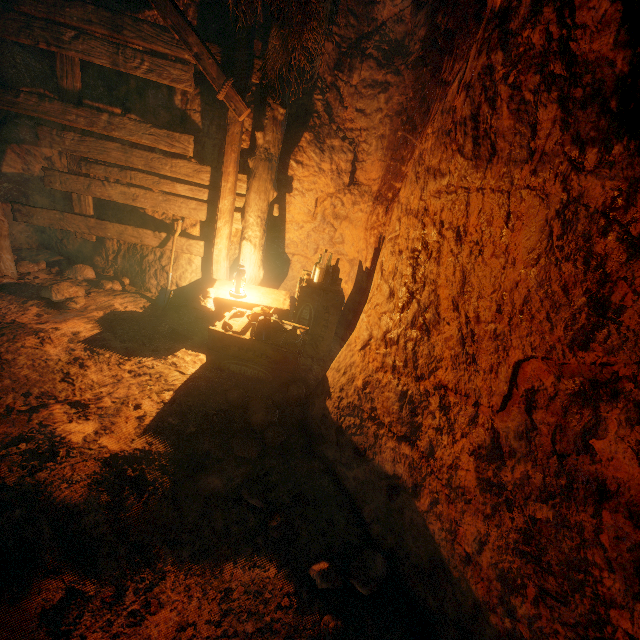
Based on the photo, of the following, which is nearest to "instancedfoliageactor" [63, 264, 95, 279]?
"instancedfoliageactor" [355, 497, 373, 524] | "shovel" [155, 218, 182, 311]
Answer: "shovel" [155, 218, 182, 311]

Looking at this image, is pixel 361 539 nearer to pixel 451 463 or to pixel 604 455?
pixel 451 463

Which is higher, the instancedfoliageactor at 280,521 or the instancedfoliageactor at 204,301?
the instancedfoliageactor at 204,301

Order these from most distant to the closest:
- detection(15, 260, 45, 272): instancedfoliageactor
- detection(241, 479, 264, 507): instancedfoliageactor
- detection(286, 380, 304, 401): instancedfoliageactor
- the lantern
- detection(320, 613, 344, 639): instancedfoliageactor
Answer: detection(15, 260, 45, 272): instancedfoliageactor
the lantern
detection(286, 380, 304, 401): instancedfoliageactor
detection(241, 479, 264, 507): instancedfoliageactor
detection(320, 613, 344, 639): instancedfoliageactor

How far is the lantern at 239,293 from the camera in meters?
4.1 m

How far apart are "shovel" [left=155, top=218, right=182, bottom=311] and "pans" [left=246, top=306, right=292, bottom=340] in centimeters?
139cm

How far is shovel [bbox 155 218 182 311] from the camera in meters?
4.5

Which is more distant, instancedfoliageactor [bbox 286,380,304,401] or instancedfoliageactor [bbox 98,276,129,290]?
instancedfoliageactor [bbox 98,276,129,290]
